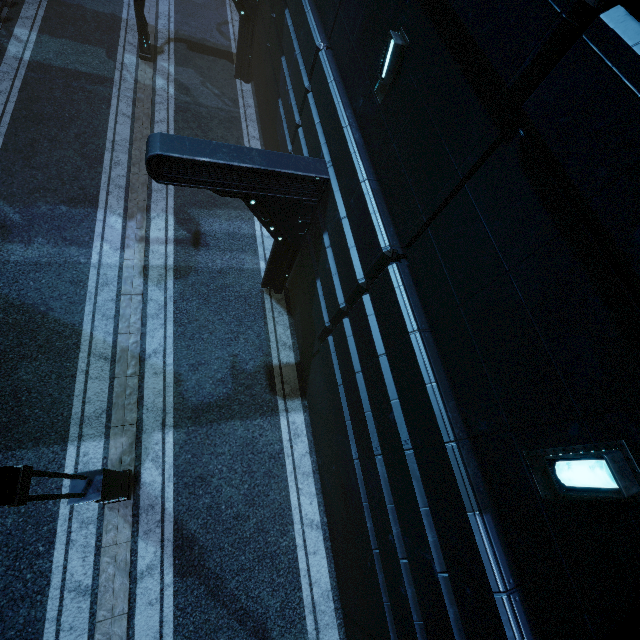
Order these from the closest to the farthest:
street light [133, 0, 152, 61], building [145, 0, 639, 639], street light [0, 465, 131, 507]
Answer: building [145, 0, 639, 639]
street light [0, 465, 131, 507]
street light [133, 0, 152, 61]

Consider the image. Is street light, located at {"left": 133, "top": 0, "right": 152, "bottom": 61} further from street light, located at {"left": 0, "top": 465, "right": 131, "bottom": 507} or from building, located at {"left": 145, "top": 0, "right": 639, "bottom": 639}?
street light, located at {"left": 0, "top": 465, "right": 131, "bottom": 507}

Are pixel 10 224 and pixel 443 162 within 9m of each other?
no

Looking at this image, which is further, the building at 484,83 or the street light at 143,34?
the street light at 143,34

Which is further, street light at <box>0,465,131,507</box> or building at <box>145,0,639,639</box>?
street light at <box>0,465,131,507</box>

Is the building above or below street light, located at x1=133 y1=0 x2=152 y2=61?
above

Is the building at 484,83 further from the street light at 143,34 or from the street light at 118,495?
the street light at 118,495
